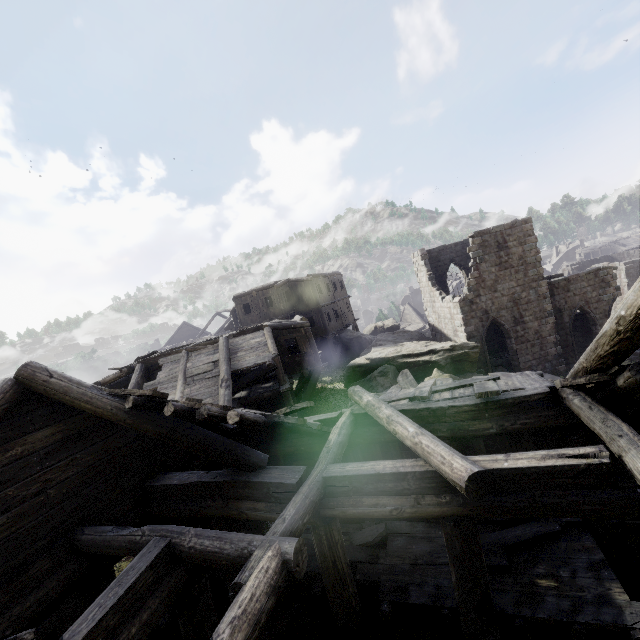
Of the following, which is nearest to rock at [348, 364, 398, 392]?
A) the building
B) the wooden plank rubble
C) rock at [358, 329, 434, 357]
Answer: the building

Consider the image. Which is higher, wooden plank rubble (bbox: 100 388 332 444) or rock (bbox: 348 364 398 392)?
wooden plank rubble (bbox: 100 388 332 444)

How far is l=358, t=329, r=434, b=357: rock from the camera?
25.53m

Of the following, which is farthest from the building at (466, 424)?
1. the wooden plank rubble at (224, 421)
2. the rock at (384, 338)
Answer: the rock at (384, 338)

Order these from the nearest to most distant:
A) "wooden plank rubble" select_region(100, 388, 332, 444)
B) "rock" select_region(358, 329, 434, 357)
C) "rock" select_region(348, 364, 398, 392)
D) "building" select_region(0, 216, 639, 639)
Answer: "building" select_region(0, 216, 639, 639) < "wooden plank rubble" select_region(100, 388, 332, 444) < "rock" select_region(348, 364, 398, 392) < "rock" select_region(358, 329, 434, 357)

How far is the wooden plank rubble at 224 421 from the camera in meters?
5.2 m

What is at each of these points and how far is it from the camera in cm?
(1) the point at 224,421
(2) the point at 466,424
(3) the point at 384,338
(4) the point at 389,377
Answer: (1) wooden plank rubble, 574
(2) building, 709
(3) rock, 2673
(4) rock, 1867

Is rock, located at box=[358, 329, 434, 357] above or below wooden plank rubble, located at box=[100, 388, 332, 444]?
below
